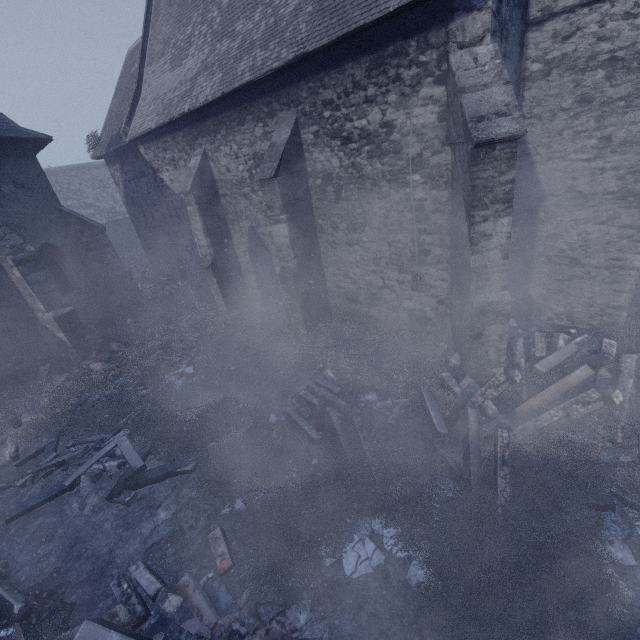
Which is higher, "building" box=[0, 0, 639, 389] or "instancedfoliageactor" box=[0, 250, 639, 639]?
"building" box=[0, 0, 639, 389]

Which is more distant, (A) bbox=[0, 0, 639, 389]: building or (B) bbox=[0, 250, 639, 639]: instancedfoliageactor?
(A) bbox=[0, 0, 639, 389]: building

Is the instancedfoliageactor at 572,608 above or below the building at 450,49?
below

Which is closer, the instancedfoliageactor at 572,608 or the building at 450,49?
the instancedfoliageactor at 572,608

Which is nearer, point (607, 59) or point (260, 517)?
point (260, 517)
